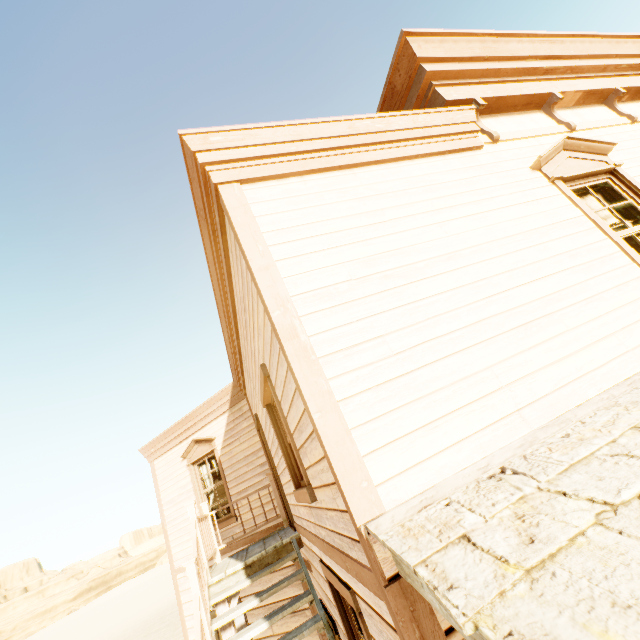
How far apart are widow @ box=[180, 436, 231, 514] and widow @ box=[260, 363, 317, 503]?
4.9m

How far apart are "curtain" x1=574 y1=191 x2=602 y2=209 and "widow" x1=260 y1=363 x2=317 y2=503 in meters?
3.5

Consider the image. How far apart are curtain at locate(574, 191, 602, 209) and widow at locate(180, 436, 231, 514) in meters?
8.4 m

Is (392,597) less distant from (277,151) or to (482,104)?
(277,151)

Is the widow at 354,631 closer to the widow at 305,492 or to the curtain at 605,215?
the widow at 305,492

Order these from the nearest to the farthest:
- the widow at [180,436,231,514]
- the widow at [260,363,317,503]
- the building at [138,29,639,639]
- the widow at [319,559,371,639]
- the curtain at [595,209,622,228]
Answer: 1. the building at [138,29,639,639]
2. the widow at [319,559,371,639]
3. the widow at [260,363,317,503]
4. the curtain at [595,209,622,228]
5. the widow at [180,436,231,514]

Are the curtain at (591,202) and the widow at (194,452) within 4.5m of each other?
no

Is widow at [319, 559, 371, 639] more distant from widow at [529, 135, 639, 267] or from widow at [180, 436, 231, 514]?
widow at [180, 436, 231, 514]
